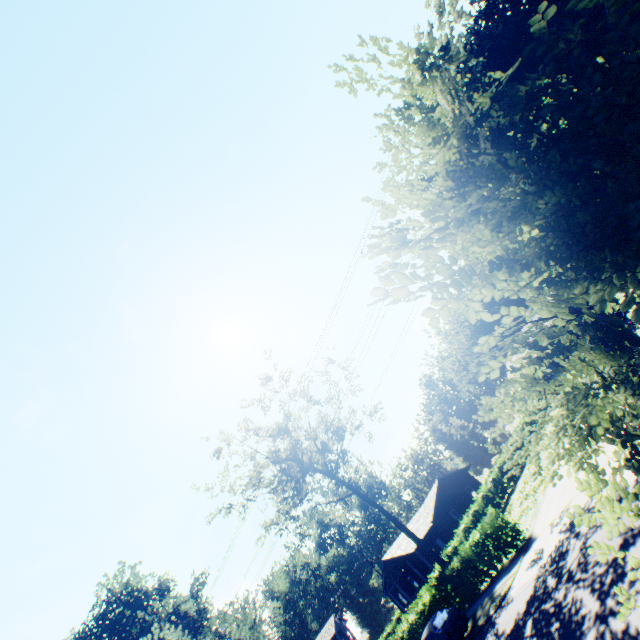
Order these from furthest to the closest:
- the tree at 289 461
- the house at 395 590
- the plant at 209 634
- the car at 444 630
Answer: the house at 395 590
the plant at 209 634
the tree at 289 461
the car at 444 630

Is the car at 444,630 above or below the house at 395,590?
below

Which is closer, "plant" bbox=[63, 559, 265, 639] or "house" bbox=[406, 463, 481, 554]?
"plant" bbox=[63, 559, 265, 639]

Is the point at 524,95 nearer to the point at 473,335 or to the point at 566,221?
the point at 566,221

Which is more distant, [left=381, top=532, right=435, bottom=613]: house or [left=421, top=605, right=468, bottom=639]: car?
[left=381, top=532, right=435, bottom=613]: house

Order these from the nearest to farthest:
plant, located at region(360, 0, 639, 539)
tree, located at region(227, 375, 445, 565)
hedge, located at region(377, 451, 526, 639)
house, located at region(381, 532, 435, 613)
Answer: plant, located at region(360, 0, 639, 539) < hedge, located at region(377, 451, 526, 639) < tree, located at region(227, 375, 445, 565) < house, located at region(381, 532, 435, 613)

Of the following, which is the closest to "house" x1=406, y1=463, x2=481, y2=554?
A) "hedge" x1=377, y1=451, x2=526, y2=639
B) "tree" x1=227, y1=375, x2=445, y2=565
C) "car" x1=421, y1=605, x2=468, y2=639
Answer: "hedge" x1=377, y1=451, x2=526, y2=639

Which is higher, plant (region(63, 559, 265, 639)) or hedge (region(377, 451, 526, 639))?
plant (region(63, 559, 265, 639))
